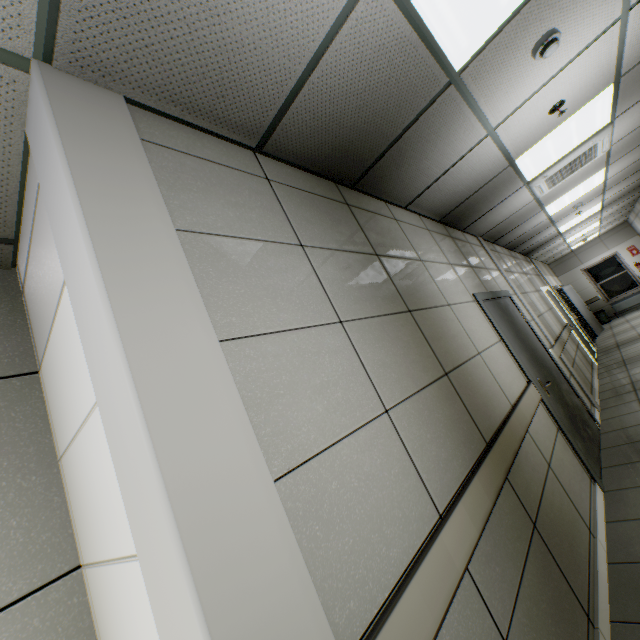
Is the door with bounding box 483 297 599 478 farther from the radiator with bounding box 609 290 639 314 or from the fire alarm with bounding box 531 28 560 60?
the radiator with bounding box 609 290 639 314

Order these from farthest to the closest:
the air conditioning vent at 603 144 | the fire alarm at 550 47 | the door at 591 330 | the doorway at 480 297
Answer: the door at 591 330, the air conditioning vent at 603 144, the doorway at 480 297, the fire alarm at 550 47

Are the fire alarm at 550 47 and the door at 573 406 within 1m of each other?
no

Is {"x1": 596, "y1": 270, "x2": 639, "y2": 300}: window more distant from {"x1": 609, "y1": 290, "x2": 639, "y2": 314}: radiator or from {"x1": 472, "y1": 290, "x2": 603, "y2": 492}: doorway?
{"x1": 472, "y1": 290, "x2": 603, "y2": 492}: doorway

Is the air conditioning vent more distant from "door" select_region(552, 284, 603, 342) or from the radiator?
the radiator

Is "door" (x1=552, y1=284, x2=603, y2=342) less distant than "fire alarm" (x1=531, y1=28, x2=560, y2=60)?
No

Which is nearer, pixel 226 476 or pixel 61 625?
pixel 226 476

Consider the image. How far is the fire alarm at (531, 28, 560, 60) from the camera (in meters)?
2.11
